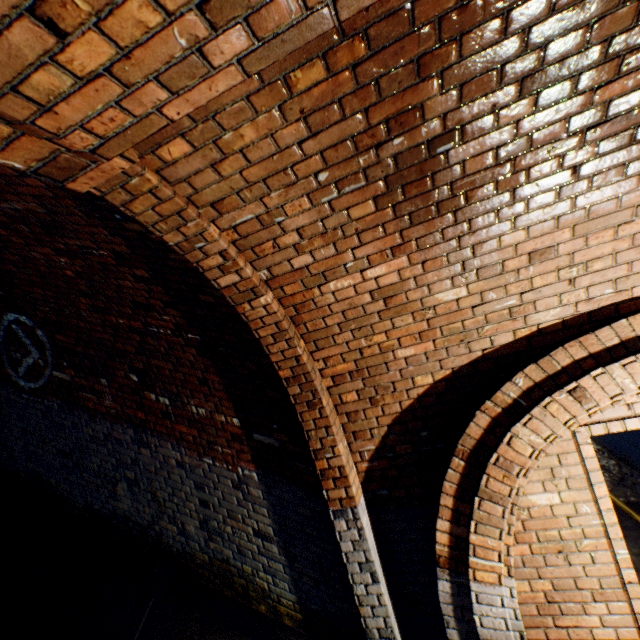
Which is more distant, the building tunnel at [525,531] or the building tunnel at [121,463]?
the building tunnel at [121,463]

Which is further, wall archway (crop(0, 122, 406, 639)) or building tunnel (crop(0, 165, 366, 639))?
building tunnel (crop(0, 165, 366, 639))

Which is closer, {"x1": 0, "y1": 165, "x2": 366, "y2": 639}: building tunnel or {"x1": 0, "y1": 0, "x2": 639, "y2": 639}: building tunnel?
{"x1": 0, "y1": 0, "x2": 639, "y2": 639}: building tunnel

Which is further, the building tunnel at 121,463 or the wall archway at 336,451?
the building tunnel at 121,463

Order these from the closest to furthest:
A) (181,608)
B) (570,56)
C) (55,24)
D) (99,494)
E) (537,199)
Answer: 1. (55,24)
2. (570,56)
3. (537,199)
4. (181,608)
5. (99,494)
